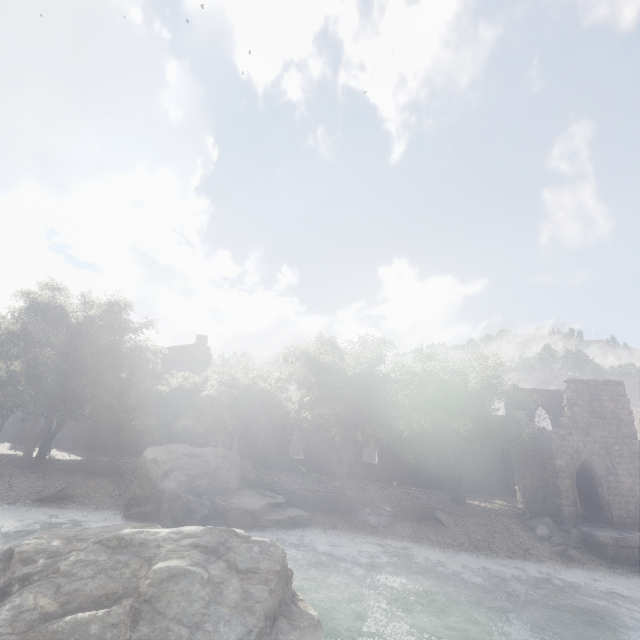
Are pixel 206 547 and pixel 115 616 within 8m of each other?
yes

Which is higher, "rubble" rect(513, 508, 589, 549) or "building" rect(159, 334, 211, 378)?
"building" rect(159, 334, 211, 378)

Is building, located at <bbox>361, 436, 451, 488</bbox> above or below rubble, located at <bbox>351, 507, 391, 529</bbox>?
above

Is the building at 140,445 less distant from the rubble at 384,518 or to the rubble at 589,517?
the rubble at 589,517

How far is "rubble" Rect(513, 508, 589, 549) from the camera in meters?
19.9 m

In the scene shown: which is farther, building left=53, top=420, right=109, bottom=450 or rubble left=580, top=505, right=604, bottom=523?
building left=53, top=420, right=109, bottom=450

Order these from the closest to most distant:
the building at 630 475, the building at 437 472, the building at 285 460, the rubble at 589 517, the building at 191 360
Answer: the building at 630 475
the rubble at 589 517
the building at 437 472
the building at 285 460
the building at 191 360

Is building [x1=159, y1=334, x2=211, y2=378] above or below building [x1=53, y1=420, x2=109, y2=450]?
above
